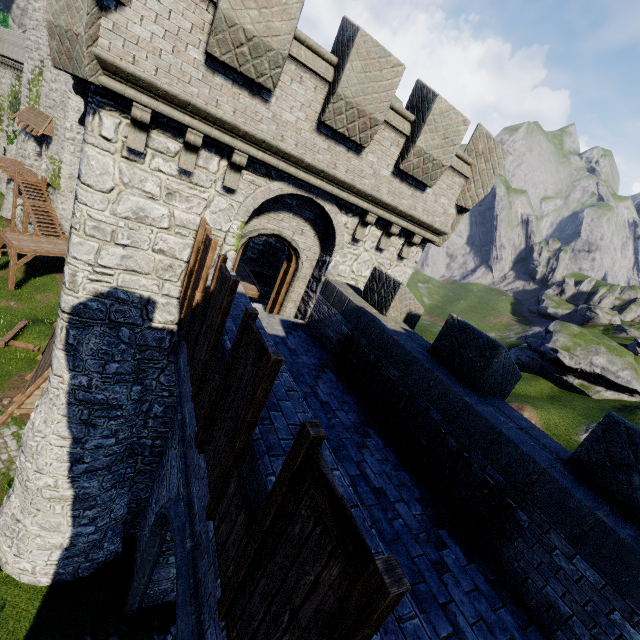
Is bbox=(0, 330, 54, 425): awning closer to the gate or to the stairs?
the gate

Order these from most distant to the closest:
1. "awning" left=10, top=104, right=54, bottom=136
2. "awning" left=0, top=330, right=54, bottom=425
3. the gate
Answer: "awning" left=10, top=104, right=54, bottom=136
"awning" left=0, top=330, right=54, bottom=425
the gate

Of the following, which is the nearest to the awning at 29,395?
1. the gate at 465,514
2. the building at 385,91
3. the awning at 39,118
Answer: the building at 385,91

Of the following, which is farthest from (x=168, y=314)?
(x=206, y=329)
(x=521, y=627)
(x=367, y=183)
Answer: (x=521, y=627)

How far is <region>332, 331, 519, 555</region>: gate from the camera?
4.6m

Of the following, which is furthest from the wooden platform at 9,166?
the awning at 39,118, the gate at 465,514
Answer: the gate at 465,514

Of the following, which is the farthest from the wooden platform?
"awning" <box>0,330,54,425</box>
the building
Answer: "awning" <box>0,330,54,425</box>

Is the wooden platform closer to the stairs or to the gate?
the stairs
